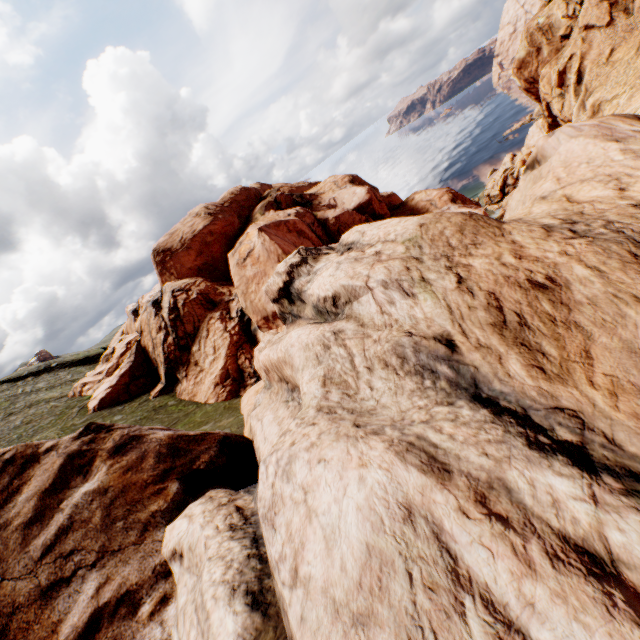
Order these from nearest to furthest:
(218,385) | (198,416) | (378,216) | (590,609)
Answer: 1. (590,609)
2. (198,416)
3. (218,385)
4. (378,216)
